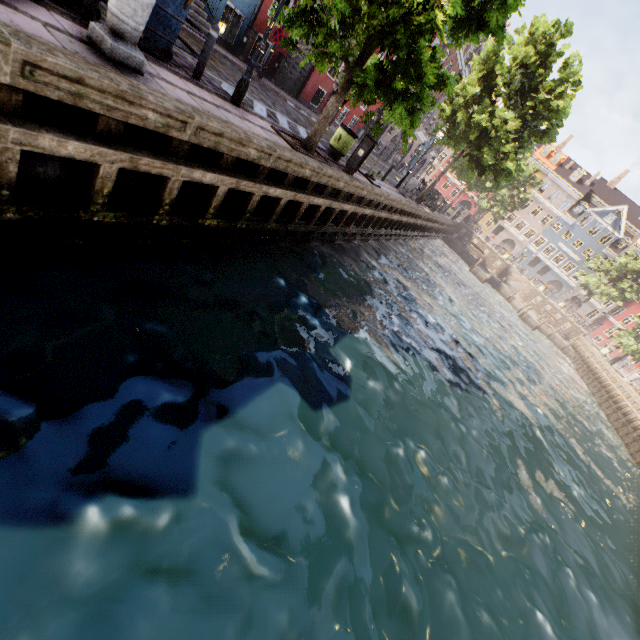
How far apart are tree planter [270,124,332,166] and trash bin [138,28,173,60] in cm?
238

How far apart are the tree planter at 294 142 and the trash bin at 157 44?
2.38m

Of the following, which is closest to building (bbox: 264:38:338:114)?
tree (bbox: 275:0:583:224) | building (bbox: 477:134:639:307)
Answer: tree (bbox: 275:0:583:224)

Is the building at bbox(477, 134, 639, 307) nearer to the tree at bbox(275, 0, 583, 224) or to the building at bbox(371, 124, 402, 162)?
the tree at bbox(275, 0, 583, 224)

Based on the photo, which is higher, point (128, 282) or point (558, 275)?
point (558, 275)

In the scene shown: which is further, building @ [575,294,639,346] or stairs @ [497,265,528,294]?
building @ [575,294,639,346]

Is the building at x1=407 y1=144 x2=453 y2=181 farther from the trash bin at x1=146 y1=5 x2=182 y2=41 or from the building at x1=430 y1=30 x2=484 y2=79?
the trash bin at x1=146 y1=5 x2=182 y2=41

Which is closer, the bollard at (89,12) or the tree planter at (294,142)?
the bollard at (89,12)
